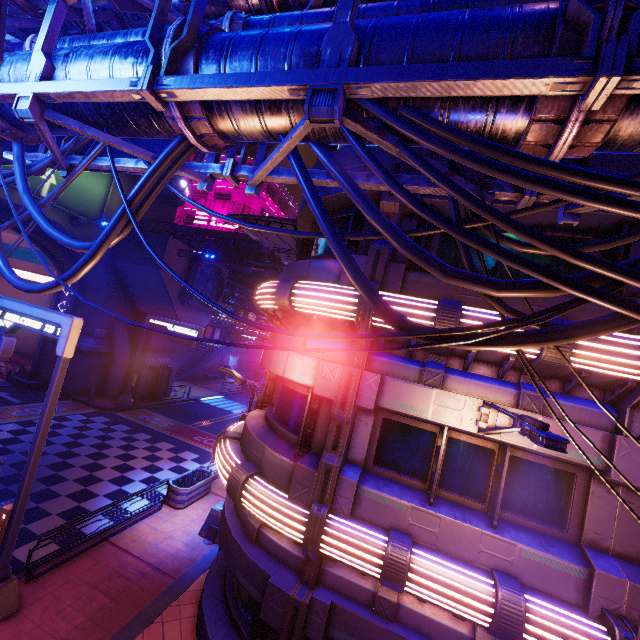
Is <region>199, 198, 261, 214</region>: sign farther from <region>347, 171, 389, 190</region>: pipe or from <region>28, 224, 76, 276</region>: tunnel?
<region>347, 171, 389, 190</region>: pipe

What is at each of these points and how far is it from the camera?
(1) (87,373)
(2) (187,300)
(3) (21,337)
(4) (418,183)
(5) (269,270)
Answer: (1) wall arch, 24.77m
(2) vent, 25.77m
(3) tunnel, 27.69m
(4) pipe, 4.96m
(5) pipe, 39.75m

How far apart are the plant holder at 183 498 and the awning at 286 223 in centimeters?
1150cm

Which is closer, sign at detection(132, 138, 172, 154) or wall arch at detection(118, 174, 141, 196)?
sign at detection(132, 138, 172, 154)

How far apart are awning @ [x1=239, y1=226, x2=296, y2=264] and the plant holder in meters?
11.5 m

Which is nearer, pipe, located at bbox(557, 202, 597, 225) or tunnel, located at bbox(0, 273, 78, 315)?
pipe, located at bbox(557, 202, 597, 225)

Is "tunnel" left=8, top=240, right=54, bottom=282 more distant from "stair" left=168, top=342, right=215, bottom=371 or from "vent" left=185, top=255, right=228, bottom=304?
"stair" left=168, top=342, right=215, bottom=371

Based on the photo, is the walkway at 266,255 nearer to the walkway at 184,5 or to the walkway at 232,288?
the walkway at 232,288
